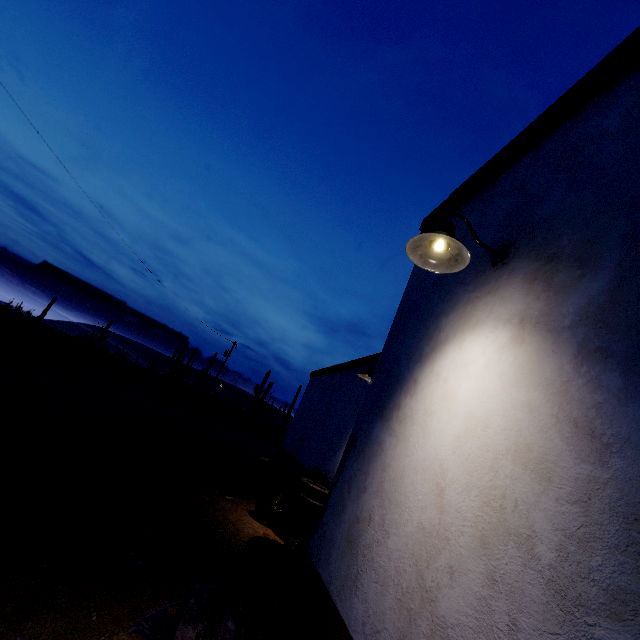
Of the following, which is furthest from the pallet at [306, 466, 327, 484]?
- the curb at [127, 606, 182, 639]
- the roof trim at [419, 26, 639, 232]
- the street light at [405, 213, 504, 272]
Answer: the street light at [405, 213, 504, 272]

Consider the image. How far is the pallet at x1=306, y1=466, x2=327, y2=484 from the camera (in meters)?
7.37

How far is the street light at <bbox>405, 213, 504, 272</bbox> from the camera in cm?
227

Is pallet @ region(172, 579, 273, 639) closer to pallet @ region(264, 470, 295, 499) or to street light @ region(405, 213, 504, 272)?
street light @ region(405, 213, 504, 272)

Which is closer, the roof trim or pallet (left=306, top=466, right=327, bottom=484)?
the roof trim

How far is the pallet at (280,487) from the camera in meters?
7.9

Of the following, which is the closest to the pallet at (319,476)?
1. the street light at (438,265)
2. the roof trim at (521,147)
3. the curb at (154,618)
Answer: the roof trim at (521,147)

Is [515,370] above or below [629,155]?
below
